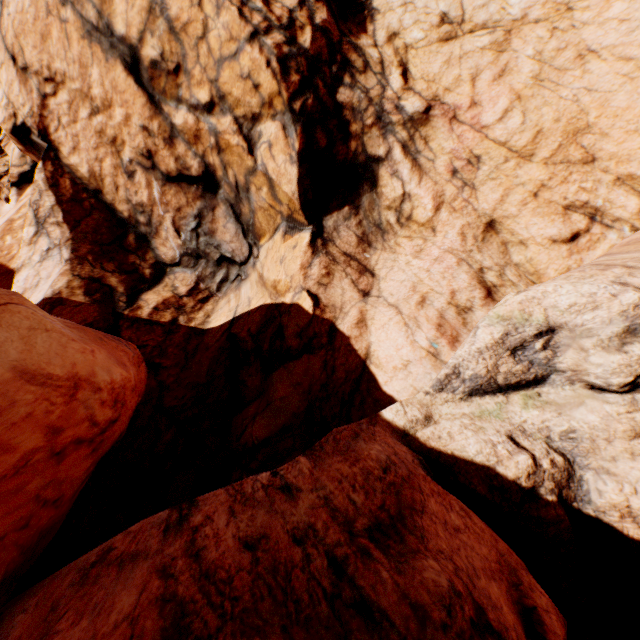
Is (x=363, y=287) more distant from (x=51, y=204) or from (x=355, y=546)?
(x=51, y=204)
